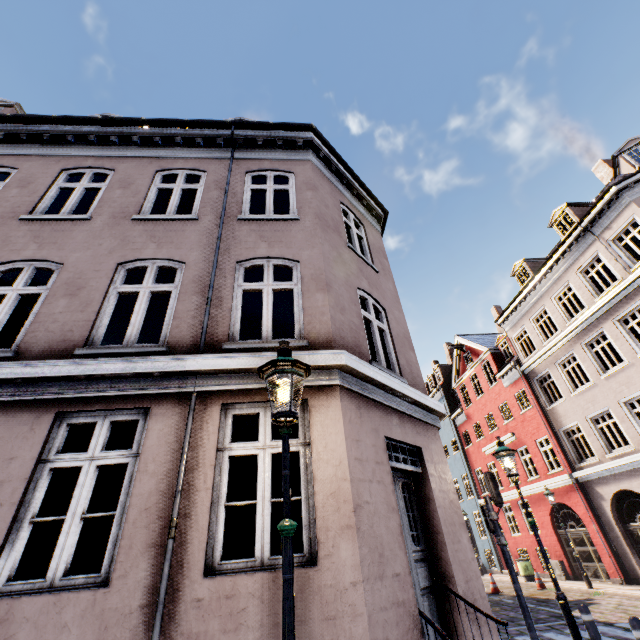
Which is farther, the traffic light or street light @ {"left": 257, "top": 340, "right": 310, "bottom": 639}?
the traffic light

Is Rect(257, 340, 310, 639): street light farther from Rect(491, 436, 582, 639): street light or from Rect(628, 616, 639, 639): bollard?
Rect(491, 436, 582, 639): street light

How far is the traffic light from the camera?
7.8m

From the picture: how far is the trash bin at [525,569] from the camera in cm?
1736

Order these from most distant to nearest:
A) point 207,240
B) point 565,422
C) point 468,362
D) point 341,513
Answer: point 468,362 < point 565,422 < point 207,240 < point 341,513

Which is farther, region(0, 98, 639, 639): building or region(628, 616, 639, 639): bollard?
region(628, 616, 639, 639): bollard

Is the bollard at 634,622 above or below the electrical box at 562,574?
above

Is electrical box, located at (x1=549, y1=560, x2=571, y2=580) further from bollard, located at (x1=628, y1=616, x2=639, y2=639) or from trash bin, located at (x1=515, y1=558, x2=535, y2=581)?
bollard, located at (x1=628, y1=616, x2=639, y2=639)
